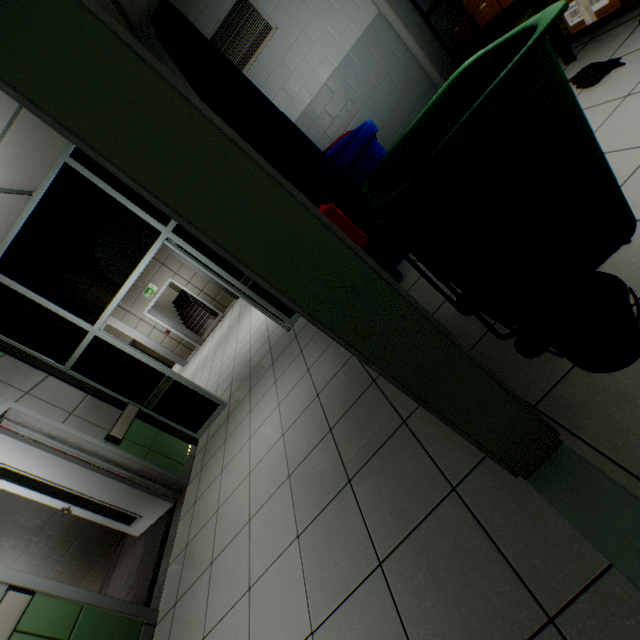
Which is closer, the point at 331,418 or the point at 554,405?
the point at 554,405

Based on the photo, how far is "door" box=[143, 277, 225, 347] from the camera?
10.7 meters

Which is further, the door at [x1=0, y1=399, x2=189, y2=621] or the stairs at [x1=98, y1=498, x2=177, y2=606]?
the stairs at [x1=98, y1=498, x2=177, y2=606]

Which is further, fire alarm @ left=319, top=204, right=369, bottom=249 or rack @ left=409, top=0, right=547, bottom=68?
rack @ left=409, top=0, right=547, bottom=68

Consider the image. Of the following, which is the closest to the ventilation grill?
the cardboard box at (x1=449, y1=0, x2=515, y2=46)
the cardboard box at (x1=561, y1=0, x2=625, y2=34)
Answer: the cardboard box at (x1=449, y1=0, x2=515, y2=46)

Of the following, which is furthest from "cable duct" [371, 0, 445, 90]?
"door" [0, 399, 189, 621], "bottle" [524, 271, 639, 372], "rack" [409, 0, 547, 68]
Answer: "door" [0, 399, 189, 621]

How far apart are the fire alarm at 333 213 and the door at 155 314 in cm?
1087

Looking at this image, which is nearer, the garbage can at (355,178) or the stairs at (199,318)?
the garbage can at (355,178)
